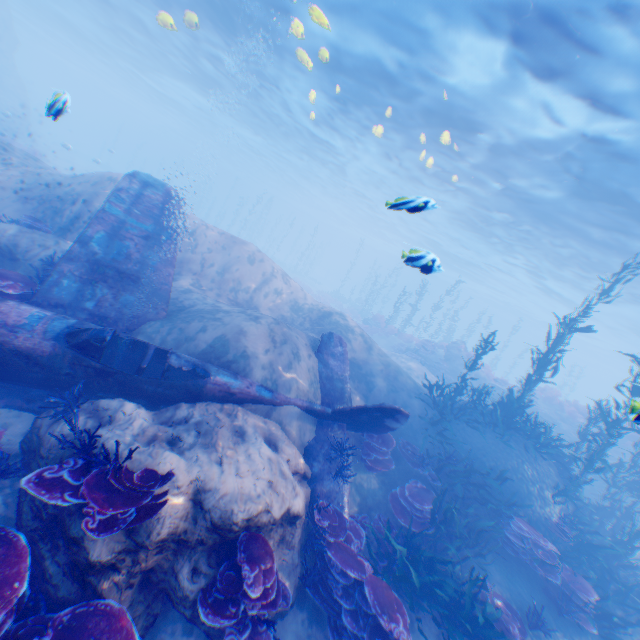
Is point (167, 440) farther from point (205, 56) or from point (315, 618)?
point (205, 56)

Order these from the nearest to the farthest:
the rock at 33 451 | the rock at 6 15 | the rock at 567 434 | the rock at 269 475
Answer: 1. the rock at 269 475
2. the rock at 33 451
3. the rock at 567 434
4. the rock at 6 15

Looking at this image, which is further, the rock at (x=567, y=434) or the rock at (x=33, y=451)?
the rock at (x=567, y=434)

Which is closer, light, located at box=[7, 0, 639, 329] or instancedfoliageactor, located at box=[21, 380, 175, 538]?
instancedfoliageactor, located at box=[21, 380, 175, 538]

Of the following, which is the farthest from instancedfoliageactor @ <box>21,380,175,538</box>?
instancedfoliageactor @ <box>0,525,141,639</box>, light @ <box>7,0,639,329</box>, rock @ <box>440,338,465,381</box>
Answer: rock @ <box>440,338,465,381</box>

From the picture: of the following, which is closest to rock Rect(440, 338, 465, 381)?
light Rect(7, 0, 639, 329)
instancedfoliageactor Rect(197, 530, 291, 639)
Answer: light Rect(7, 0, 639, 329)

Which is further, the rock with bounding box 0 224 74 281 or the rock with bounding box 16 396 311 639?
the rock with bounding box 0 224 74 281

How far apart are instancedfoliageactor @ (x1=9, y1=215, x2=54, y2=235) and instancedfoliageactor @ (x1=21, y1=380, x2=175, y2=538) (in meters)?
8.08
